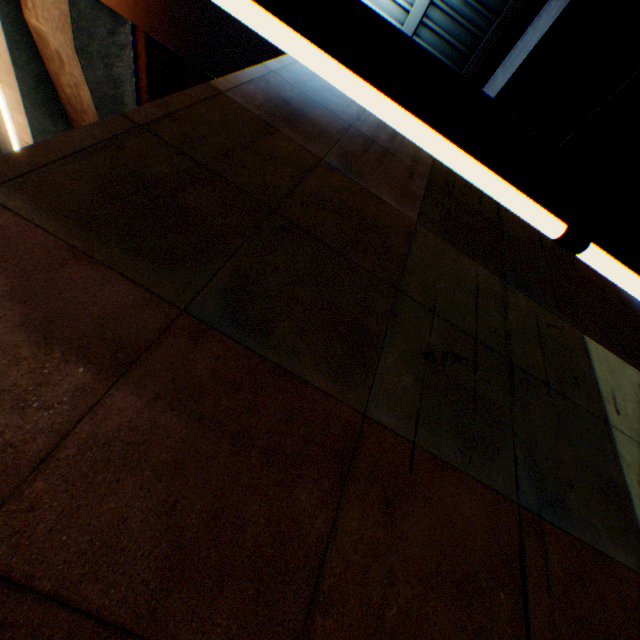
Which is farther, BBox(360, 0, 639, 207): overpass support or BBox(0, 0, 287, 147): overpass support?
BBox(0, 0, 287, 147): overpass support

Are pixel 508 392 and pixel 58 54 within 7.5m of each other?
no

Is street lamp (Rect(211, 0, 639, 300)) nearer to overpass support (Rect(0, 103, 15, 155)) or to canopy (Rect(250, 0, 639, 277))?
canopy (Rect(250, 0, 639, 277))

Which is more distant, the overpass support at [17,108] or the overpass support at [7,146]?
the overpass support at [7,146]

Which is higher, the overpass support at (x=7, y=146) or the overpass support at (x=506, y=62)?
the overpass support at (x=506, y=62)

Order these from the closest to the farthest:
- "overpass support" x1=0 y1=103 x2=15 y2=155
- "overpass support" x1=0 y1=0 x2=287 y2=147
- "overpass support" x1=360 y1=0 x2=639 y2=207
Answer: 1. "overpass support" x1=360 y1=0 x2=639 y2=207
2. "overpass support" x1=0 y1=0 x2=287 y2=147
3. "overpass support" x1=0 y1=103 x2=15 y2=155

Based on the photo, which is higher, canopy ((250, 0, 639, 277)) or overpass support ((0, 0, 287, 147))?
overpass support ((0, 0, 287, 147))
